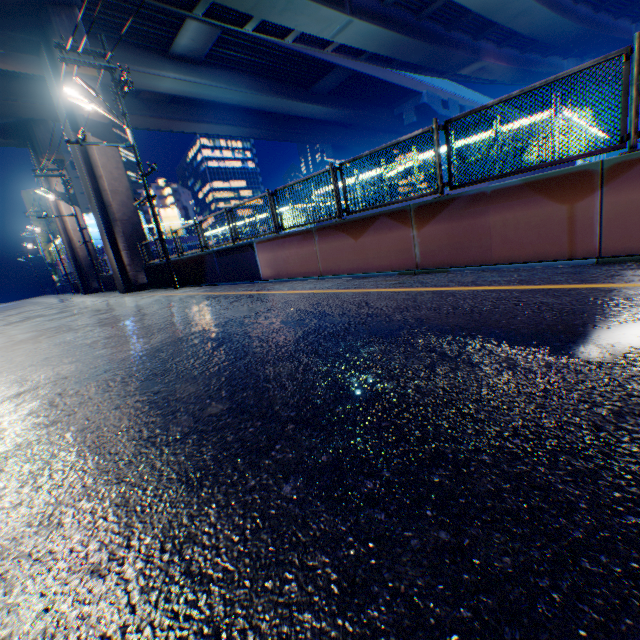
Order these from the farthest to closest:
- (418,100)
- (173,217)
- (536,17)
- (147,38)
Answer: (173,217) < (418,100) < (536,17) < (147,38)

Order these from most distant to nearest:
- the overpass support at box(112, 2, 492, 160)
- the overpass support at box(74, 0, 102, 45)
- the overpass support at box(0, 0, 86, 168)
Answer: the overpass support at box(112, 2, 492, 160), the overpass support at box(74, 0, 102, 45), the overpass support at box(0, 0, 86, 168)

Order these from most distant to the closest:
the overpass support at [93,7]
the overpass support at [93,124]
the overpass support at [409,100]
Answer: the overpass support at [409,100], the overpass support at [93,124], the overpass support at [93,7]

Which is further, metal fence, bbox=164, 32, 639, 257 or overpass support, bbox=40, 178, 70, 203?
overpass support, bbox=40, 178, 70, 203

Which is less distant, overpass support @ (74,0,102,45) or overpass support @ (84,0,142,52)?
overpass support @ (74,0,102,45)

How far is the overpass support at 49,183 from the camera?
26.4 meters
